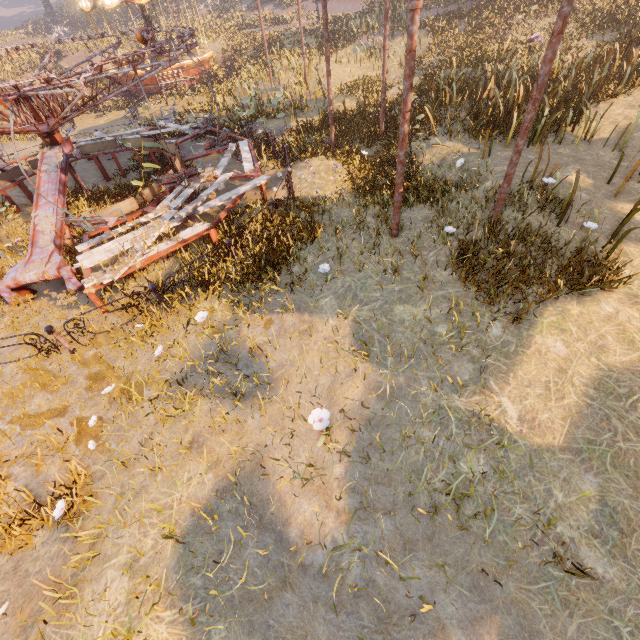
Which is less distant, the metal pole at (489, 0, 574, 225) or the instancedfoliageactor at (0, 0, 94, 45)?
the metal pole at (489, 0, 574, 225)

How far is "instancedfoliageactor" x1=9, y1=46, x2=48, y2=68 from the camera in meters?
32.9 m

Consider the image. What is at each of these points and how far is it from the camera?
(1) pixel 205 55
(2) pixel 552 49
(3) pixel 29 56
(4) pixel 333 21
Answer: (1) carousel, 24.0 meters
(2) metal pole, 4.8 meters
(3) instancedfoliageactor, 35.5 meters
(4) instancedfoliageactor, 28.3 meters

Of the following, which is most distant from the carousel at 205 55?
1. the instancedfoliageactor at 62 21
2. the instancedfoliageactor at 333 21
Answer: the instancedfoliageactor at 62 21

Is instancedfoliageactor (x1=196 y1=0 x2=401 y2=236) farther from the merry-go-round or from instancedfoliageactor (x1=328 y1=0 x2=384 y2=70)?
the merry-go-round

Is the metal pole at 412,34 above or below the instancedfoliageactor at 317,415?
above

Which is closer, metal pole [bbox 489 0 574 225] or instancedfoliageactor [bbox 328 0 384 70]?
metal pole [bbox 489 0 574 225]

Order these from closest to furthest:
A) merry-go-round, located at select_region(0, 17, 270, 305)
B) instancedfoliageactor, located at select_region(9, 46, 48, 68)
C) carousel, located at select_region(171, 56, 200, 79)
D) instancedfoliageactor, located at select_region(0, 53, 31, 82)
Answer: merry-go-round, located at select_region(0, 17, 270, 305) < carousel, located at select_region(171, 56, 200, 79) < instancedfoliageactor, located at select_region(0, 53, 31, 82) < instancedfoliageactor, located at select_region(9, 46, 48, 68)
